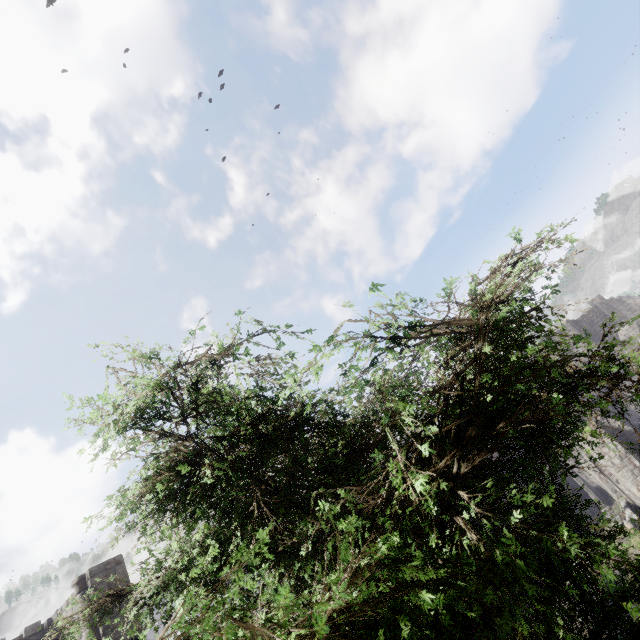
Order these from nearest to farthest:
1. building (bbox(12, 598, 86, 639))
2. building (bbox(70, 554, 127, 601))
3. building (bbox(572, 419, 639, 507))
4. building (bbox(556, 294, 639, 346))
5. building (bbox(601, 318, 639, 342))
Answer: building (bbox(70, 554, 127, 601)), building (bbox(12, 598, 86, 639)), building (bbox(572, 419, 639, 507)), building (bbox(601, 318, 639, 342)), building (bbox(556, 294, 639, 346))

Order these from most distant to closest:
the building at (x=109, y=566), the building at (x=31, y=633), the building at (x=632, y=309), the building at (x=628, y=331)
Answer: the building at (x=632, y=309) → the building at (x=628, y=331) → the building at (x=31, y=633) → the building at (x=109, y=566)

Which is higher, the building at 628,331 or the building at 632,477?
the building at 628,331

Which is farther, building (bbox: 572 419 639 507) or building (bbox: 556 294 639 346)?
building (bbox: 556 294 639 346)

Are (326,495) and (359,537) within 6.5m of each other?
yes

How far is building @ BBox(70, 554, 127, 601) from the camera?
12.5m

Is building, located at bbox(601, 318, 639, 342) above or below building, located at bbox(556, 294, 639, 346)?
below
